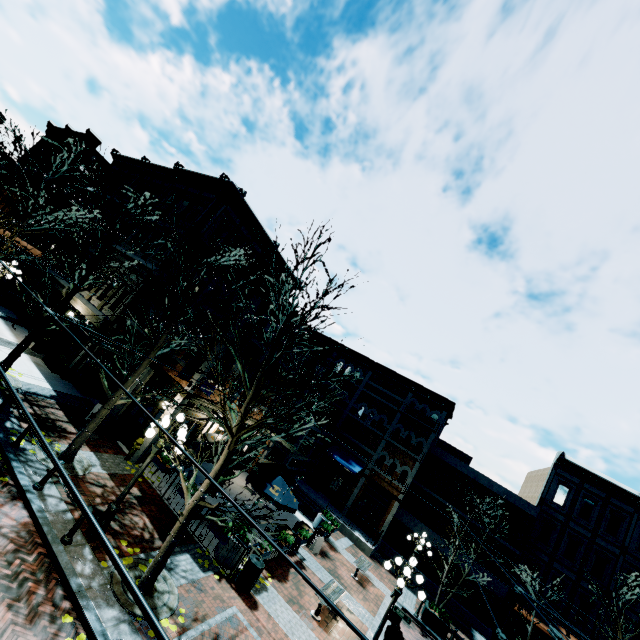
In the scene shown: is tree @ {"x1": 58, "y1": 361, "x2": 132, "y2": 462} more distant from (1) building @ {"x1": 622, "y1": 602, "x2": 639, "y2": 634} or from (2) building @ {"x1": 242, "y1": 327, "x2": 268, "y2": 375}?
(1) building @ {"x1": 622, "y1": 602, "x2": 639, "y2": 634}

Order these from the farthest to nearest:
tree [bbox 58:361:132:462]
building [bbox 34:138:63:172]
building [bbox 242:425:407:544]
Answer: building [bbox 34:138:63:172] → building [bbox 242:425:407:544] → tree [bbox 58:361:132:462]

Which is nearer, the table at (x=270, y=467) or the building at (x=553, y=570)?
the table at (x=270, y=467)

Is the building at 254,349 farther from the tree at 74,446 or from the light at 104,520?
the light at 104,520

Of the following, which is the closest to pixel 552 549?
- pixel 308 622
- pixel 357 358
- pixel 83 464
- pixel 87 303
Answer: pixel 357 358

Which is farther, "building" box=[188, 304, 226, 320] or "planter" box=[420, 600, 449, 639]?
"planter" box=[420, 600, 449, 639]

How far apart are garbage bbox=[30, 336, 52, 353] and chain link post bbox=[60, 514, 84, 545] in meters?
13.9 m

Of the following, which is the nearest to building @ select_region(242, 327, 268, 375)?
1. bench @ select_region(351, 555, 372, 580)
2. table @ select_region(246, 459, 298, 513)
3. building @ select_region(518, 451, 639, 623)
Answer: table @ select_region(246, 459, 298, 513)
